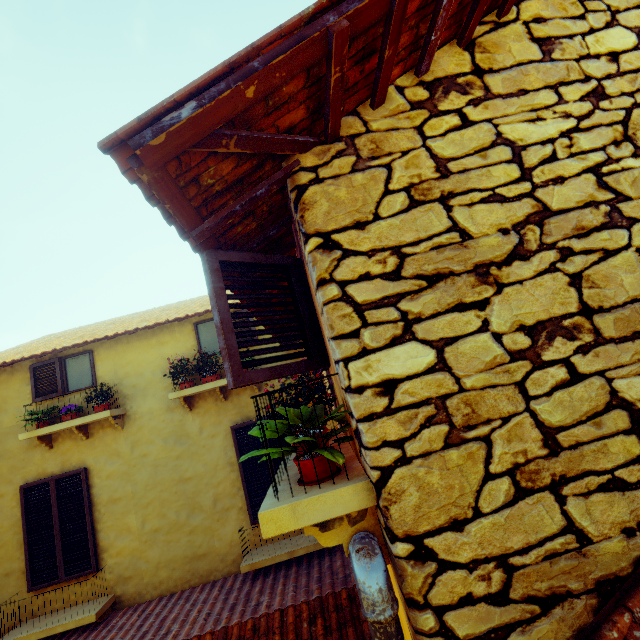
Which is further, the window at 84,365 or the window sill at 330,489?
the window at 84,365

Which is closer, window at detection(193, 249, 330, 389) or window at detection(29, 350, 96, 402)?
window at detection(193, 249, 330, 389)

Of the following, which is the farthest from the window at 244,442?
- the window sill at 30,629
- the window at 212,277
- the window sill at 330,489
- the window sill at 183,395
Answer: the window sill at 330,489

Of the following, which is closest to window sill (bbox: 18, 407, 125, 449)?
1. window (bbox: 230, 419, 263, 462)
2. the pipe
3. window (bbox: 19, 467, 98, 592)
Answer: window (bbox: 19, 467, 98, 592)

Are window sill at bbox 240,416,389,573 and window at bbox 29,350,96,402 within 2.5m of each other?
no

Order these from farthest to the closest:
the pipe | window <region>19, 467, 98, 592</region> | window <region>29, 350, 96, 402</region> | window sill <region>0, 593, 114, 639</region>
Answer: window <region>29, 350, 96, 402</region> → window <region>19, 467, 98, 592</region> → window sill <region>0, 593, 114, 639</region> → the pipe

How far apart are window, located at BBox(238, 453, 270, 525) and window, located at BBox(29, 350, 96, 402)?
2.6m

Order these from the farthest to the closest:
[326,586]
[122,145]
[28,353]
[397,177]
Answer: [28,353], [326,586], [397,177], [122,145]
